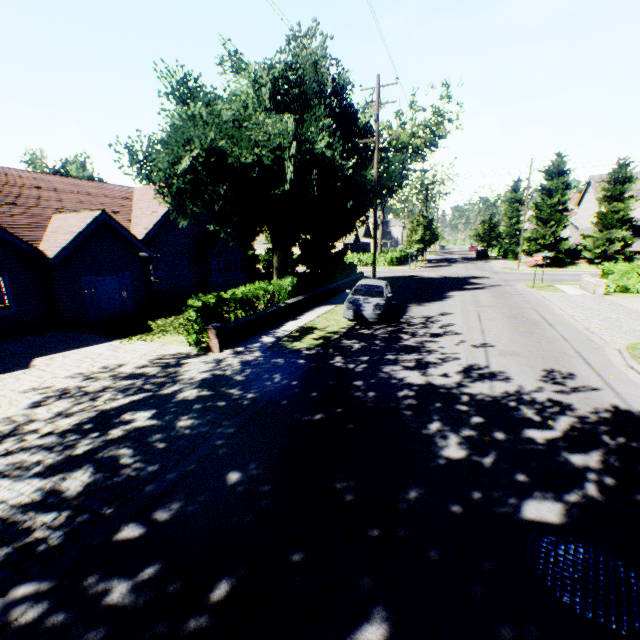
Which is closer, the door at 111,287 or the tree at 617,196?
the door at 111,287

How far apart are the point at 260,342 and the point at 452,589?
9.38m

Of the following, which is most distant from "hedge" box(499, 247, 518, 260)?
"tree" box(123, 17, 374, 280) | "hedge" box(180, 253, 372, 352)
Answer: "hedge" box(180, 253, 372, 352)

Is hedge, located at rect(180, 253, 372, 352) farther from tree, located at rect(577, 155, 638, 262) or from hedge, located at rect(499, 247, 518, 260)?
hedge, located at rect(499, 247, 518, 260)

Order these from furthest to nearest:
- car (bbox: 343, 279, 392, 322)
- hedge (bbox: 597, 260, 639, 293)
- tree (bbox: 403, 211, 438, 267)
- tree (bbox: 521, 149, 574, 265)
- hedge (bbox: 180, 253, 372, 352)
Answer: tree (bbox: 403, 211, 438, 267) → tree (bbox: 521, 149, 574, 265) → hedge (bbox: 597, 260, 639, 293) → car (bbox: 343, 279, 392, 322) → hedge (bbox: 180, 253, 372, 352)

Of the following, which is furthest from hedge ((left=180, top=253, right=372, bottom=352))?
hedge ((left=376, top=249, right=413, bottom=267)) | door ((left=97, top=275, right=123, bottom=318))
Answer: hedge ((left=376, top=249, right=413, bottom=267))

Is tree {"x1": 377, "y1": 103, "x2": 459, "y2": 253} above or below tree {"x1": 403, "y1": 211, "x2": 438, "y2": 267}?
above

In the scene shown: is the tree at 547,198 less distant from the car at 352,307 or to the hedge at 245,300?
the hedge at 245,300
